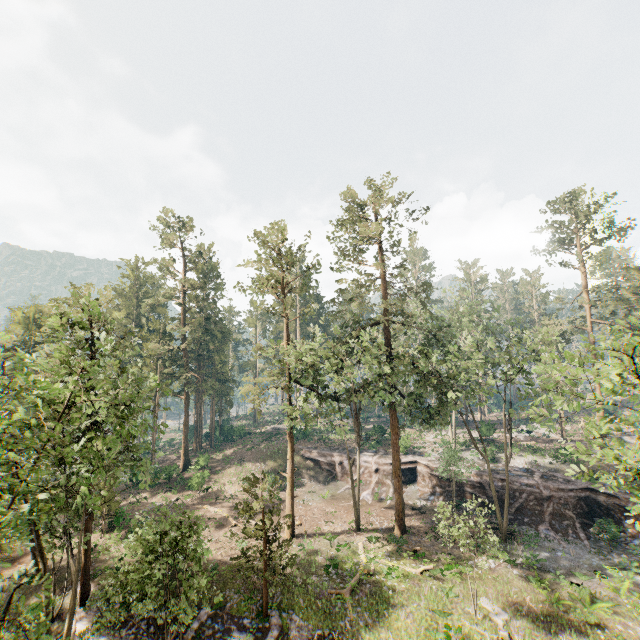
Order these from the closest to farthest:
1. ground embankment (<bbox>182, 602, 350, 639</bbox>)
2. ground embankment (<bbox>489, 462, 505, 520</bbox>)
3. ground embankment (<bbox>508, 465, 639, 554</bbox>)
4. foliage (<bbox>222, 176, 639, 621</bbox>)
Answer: foliage (<bbox>222, 176, 639, 621</bbox>) < ground embankment (<bbox>182, 602, 350, 639</bbox>) < ground embankment (<bbox>508, 465, 639, 554</bbox>) < ground embankment (<bbox>489, 462, 505, 520</bbox>)

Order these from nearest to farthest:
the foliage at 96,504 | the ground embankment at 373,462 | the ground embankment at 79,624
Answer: the foliage at 96,504, the ground embankment at 79,624, the ground embankment at 373,462

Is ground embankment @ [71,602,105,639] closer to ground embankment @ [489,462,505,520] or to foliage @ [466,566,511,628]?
foliage @ [466,566,511,628]

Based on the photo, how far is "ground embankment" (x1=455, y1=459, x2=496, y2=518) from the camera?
32.1m

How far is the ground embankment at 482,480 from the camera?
32.1 meters

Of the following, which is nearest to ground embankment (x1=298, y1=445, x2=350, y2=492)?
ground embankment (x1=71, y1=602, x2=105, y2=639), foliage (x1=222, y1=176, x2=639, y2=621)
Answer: foliage (x1=222, y1=176, x2=639, y2=621)

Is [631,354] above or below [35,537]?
above
